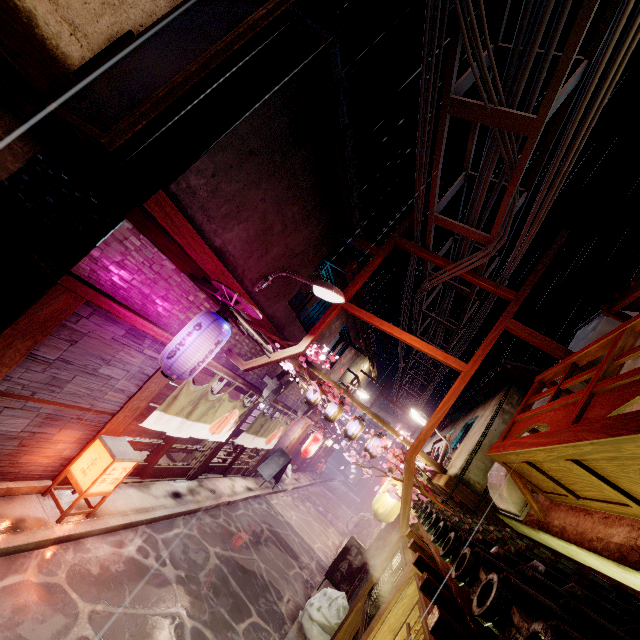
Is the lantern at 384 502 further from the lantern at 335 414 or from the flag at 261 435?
the flag at 261 435

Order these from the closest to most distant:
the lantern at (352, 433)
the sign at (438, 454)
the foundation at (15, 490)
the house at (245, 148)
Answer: the house at (245, 148)
the foundation at (15, 490)
the lantern at (352, 433)
the sign at (438, 454)

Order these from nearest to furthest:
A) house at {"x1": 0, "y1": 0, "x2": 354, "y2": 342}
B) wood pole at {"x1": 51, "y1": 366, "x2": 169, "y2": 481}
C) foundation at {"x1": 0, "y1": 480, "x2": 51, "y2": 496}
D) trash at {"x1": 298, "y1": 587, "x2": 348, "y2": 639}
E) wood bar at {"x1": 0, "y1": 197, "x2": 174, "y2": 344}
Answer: house at {"x1": 0, "y1": 0, "x2": 354, "y2": 342}, wood bar at {"x1": 0, "y1": 197, "x2": 174, "y2": 344}, foundation at {"x1": 0, "y1": 480, "x2": 51, "y2": 496}, wood pole at {"x1": 51, "y1": 366, "x2": 169, "y2": 481}, trash at {"x1": 298, "y1": 587, "x2": 348, "y2": 639}

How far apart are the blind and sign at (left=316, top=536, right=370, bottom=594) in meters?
10.4

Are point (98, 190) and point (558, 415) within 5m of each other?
no

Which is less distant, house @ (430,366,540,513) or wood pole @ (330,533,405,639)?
wood pole @ (330,533,405,639)

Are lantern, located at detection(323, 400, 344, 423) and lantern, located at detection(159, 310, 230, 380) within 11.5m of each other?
yes

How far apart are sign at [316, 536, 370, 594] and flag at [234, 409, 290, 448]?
7.07m
